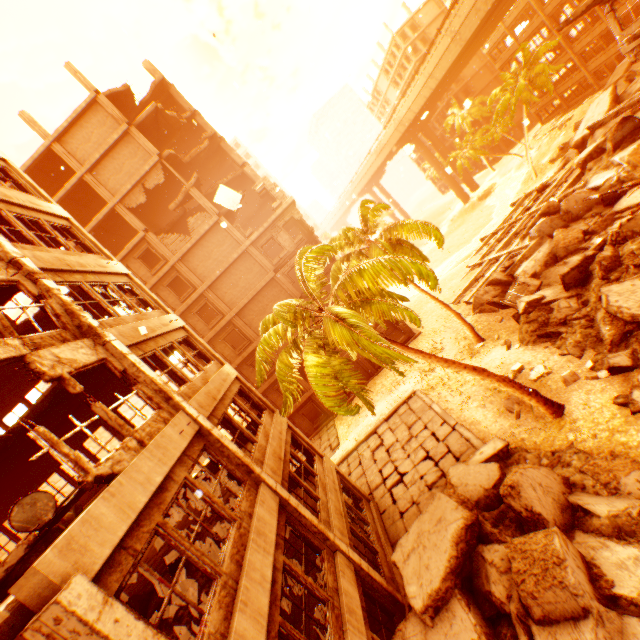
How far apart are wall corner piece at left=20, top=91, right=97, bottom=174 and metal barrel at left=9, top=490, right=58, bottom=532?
29.1m

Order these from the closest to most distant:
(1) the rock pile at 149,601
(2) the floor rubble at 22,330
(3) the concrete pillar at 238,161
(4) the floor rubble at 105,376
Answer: (1) the rock pile at 149,601, (4) the floor rubble at 105,376, (2) the floor rubble at 22,330, (3) the concrete pillar at 238,161

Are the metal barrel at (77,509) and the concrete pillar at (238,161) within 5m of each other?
no

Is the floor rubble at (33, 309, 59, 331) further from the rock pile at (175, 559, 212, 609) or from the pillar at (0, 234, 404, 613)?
the rock pile at (175, 559, 212, 609)

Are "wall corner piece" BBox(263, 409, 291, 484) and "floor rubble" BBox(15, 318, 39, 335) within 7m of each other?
no

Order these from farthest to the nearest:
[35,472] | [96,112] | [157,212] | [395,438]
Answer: [157,212] < [96,112] < [395,438] < [35,472]

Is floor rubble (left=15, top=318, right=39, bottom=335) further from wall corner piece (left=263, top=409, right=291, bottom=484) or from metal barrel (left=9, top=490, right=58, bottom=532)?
wall corner piece (left=263, top=409, right=291, bottom=484)

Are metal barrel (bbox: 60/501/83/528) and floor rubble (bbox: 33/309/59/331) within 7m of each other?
yes
